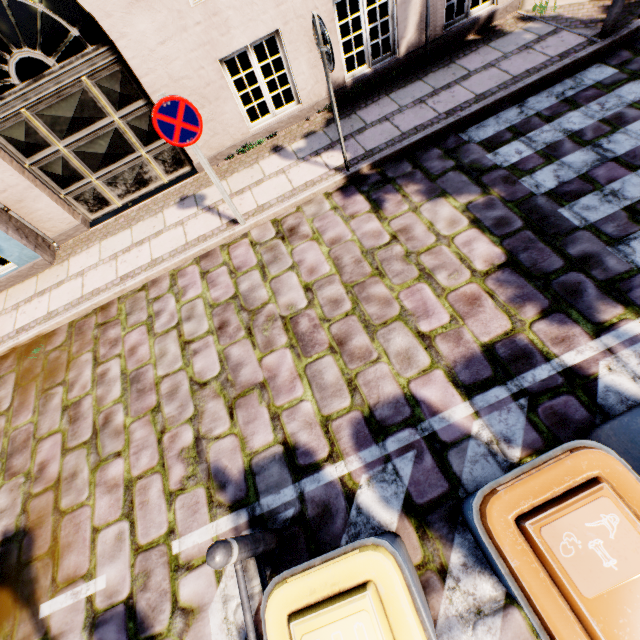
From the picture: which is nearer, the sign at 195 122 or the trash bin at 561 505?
the trash bin at 561 505

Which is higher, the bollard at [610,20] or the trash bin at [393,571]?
the trash bin at [393,571]

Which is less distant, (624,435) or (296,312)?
(624,435)

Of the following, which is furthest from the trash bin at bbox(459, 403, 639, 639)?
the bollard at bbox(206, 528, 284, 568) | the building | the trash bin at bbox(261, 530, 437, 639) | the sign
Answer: the building

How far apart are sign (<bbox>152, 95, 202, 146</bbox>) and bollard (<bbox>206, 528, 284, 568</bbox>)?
4.2m

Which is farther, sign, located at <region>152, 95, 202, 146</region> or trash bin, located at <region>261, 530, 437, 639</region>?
sign, located at <region>152, 95, 202, 146</region>

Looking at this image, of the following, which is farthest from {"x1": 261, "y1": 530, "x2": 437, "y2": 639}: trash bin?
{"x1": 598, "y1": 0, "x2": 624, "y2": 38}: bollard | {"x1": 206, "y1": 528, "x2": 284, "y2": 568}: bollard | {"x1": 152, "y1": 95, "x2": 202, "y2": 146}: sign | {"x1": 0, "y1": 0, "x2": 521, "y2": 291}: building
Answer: {"x1": 598, "y1": 0, "x2": 624, "y2": 38}: bollard

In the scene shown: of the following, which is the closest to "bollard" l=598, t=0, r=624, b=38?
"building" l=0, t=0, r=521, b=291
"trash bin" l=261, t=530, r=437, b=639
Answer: "building" l=0, t=0, r=521, b=291
